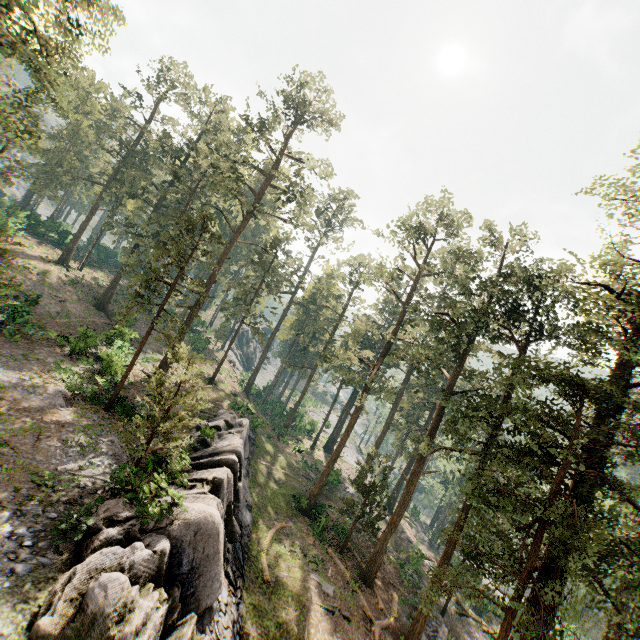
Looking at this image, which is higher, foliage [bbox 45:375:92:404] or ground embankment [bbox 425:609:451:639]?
foliage [bbox 45:375:92:404]

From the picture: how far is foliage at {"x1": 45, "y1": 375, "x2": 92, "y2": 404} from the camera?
18.2m

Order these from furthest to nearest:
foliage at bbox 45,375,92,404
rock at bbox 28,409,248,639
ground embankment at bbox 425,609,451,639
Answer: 1. ground embankment at bbox 425,609,451,639
2. foliage at bbox 45,375,92,404
3. rock at bbox 28,409,248,639

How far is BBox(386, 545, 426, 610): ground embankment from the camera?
25.9m

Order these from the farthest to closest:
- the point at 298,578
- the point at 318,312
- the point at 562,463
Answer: the point at 318,312, the point at 298,578, the point at 562,463

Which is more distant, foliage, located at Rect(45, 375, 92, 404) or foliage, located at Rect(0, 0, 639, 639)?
foliage, located at Rect(45, 375, 92, 404)

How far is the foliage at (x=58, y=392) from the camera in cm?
1816

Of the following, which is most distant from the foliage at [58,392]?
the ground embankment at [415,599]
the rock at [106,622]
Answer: the rock at [106,622]
